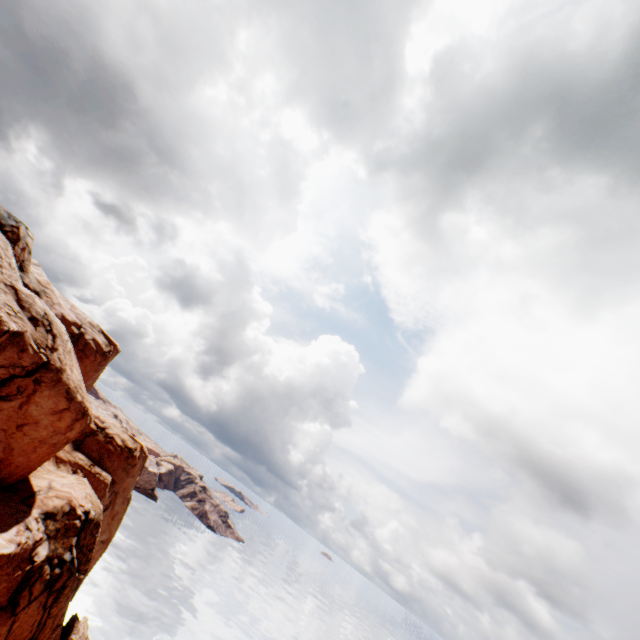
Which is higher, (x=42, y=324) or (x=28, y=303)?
(x=28, y=303)
